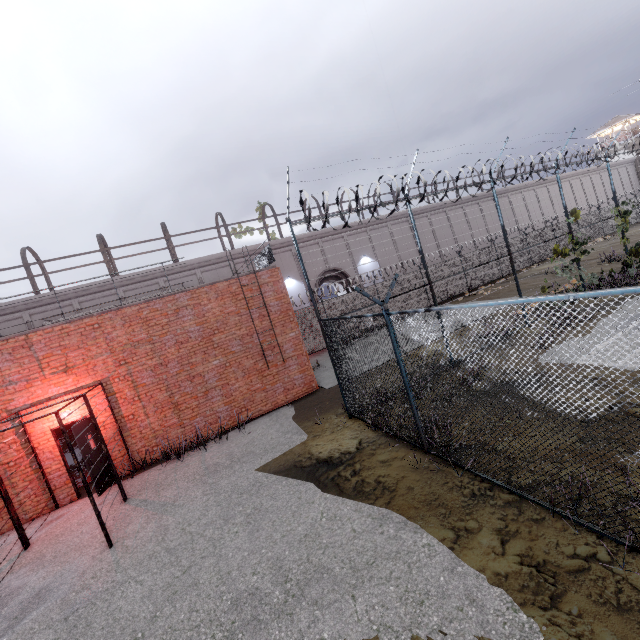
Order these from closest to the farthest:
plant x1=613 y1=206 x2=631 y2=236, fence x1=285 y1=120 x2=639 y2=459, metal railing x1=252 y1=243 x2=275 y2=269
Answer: fence x1=285 y1=120 x2=639 y2=459, metal railing x1=252 y1=243 x2=275 y2=269, plant x1=613 y1=206 x2=631 y2=236

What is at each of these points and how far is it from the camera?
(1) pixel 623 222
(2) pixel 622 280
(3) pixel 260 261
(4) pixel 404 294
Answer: (1) plant, 14.7m
(2) plant, 13.1m
(3) metal railing, 13.8m
(4) fence, 21.9m

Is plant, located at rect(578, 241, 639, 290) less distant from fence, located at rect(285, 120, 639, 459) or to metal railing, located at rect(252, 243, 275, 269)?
fence, located at rect(285, 120, 639, 459)

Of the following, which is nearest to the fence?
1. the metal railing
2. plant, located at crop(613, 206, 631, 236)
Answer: plant, located at crop(613, 206, 631, 236)

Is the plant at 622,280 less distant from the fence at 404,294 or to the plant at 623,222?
the fence at 404,294

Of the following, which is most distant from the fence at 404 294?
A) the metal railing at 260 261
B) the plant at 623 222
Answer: the metal railing at 260 261

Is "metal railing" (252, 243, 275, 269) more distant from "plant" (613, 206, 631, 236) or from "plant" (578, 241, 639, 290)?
"plant" (613, 206, 631, 236)

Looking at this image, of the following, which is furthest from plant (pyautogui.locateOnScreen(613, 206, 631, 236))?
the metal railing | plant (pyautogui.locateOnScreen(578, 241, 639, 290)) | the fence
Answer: the metal railing
